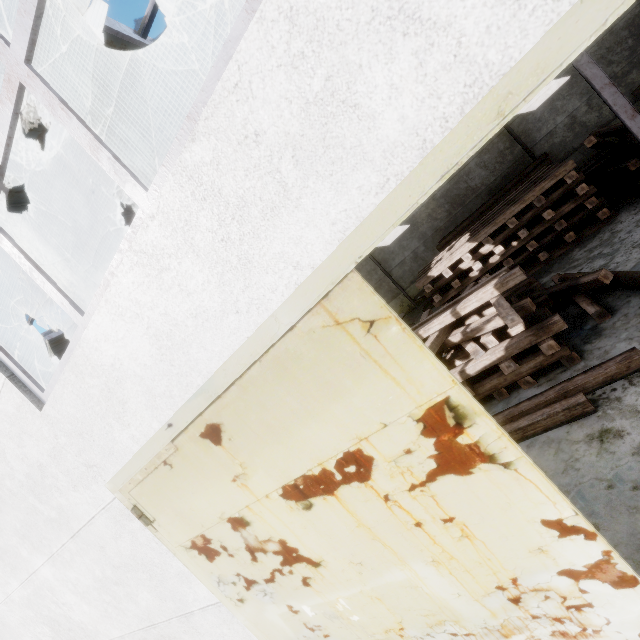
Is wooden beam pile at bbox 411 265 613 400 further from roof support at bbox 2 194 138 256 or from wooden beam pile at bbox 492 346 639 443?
roof support at bbox 2 194 138 256

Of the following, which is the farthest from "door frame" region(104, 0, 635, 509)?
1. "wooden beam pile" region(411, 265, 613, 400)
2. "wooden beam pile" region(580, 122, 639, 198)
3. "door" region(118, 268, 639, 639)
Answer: "wooden beam pile" region(580, 122, 639, 198)

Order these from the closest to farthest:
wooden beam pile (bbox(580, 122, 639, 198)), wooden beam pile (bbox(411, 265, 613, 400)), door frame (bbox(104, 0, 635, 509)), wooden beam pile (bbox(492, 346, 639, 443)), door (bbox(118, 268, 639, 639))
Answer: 1. door frame (bbox(104, 0, 635, 509))
2. door (bbox(118, 268, 639, 639))
3. wooden beam pile (bbox(492, 346, 639, 443))
4. wooden beam pile (bbox(411, 265, 613, 400))
5. wooden beam pile (bbox(580, 122, 639, 198))

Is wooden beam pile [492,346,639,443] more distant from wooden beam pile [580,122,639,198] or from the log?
wooden beam pile [580,122,639,198]

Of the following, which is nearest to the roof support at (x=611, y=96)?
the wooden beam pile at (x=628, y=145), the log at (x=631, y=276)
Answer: → the wooden beam pile at (x=628, y=145)

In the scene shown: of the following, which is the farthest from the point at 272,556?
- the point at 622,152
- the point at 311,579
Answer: the point at 622,152

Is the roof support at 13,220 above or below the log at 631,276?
above

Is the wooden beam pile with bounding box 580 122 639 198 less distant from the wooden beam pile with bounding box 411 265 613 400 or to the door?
the wooden beam pile with bounding box 411 265 613 400
